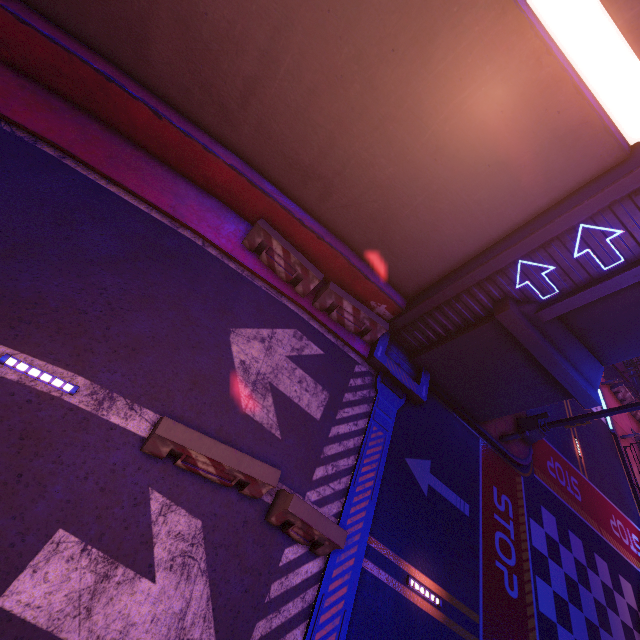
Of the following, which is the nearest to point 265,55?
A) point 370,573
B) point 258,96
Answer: point 258,96

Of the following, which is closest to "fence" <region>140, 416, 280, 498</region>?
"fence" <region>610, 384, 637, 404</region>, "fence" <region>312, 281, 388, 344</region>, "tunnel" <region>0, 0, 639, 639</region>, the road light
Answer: "tunnel" <region>0, 0, 639, 639</region>

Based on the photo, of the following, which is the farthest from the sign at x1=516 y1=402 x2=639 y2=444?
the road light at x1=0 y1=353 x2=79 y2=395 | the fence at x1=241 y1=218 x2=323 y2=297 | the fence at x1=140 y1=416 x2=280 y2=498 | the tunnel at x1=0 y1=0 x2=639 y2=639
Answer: the road light at x1=0 y1=353 x2=79 y2=395

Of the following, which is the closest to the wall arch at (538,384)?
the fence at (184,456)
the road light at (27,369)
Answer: the fence at (184,456)

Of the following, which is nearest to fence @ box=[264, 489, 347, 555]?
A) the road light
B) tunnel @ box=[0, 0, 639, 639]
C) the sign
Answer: tunnel @ box=[0, 0, 639, 639]

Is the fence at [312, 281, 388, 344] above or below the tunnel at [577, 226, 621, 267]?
below

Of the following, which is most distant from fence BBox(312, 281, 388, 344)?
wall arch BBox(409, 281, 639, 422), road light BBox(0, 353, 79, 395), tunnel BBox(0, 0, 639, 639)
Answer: road light BBox(0, 353, 79, 395)

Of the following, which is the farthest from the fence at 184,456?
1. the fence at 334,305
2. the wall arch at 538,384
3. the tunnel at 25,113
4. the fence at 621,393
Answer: the fence at 621,393
